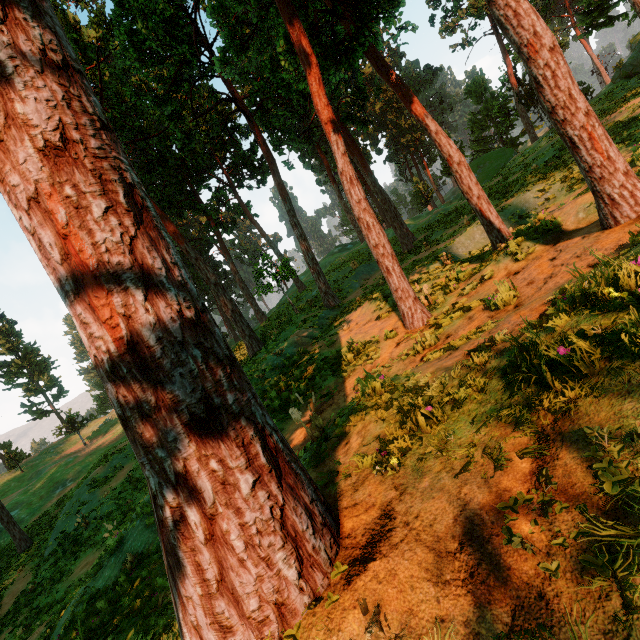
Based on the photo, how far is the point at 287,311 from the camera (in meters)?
33.19

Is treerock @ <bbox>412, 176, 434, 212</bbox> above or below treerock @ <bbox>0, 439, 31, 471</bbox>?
above

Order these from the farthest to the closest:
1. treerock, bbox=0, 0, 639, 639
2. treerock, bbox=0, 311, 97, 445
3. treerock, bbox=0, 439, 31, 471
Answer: treerock, bbox=0, 311, 97, 445 < treerock, bbox=0, 439, 31, 471 < treerock, bbox=0, 0, 639, 639

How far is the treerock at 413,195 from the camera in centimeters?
4728cm

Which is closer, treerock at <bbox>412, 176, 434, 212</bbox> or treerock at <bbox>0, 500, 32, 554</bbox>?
treerock at <bbox>0, 500, 32, 554</bbox>

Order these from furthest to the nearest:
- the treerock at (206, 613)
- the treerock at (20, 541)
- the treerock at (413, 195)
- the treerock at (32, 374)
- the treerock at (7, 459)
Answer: the treerock at (413, 195), the treerock at (32, 374), the treerock at (7, 459), the treerock at (20, 541), the treerock at (206, 613)
